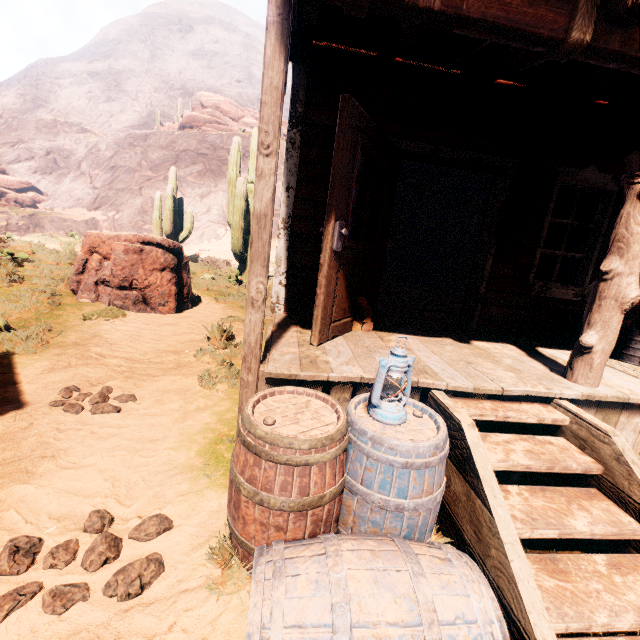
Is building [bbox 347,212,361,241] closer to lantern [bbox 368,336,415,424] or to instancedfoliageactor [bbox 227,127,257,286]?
lantern [bbox 368,336,415,424]

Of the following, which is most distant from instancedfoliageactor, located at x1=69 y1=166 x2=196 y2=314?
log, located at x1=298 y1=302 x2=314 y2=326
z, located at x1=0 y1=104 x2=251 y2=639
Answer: log, located at x1=298 y1=302 x2=314 y2=326

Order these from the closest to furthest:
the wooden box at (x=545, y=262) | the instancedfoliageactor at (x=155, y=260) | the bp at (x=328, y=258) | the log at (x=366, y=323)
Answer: the bp at (x=328, y=258), the log at (x=366, y=323), the instancedfoliageactor at (x=155, y=260), the wooden box at (x=545, y=262)

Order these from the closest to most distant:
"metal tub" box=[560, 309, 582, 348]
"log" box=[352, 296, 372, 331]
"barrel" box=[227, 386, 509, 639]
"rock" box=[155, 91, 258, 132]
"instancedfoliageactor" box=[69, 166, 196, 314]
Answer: "barrel" box=[227, 386, 509, 639]
"log" box=[352, 296, 372, 331]
"metal tub" box=[560, 309, 582, 348]
"instancedfoliageactor" box=[69, 166, 196, 314]
"rock" box=[155, 91, 258, 132]

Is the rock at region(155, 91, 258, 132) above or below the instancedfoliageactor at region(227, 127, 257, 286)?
Result: above

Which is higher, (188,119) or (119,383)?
(188,119)

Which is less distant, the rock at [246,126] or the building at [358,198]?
the building at [358,198]

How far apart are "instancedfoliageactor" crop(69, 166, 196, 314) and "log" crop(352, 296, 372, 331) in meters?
4.5
